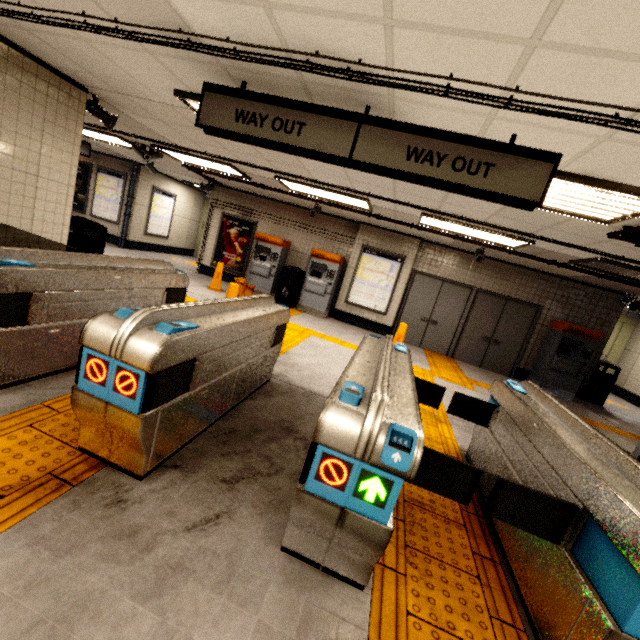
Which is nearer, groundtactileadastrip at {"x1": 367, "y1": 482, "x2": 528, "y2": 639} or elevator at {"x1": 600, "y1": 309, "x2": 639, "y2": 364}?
groundtactileadastrip at {"x1": 367, "y1": 482, "x2": 528, "y2": 639}

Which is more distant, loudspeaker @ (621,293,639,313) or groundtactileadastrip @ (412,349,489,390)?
loudspeaker @ (621,293,639,313)

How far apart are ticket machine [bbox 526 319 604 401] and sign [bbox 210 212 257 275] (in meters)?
8.92

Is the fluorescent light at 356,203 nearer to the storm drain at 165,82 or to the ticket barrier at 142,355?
the storm drain at 165,82

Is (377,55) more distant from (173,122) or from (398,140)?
(173,122)

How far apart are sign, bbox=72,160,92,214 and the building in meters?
8.7

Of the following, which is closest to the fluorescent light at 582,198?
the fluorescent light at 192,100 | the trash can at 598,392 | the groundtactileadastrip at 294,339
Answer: the fluorescent light at 192,100

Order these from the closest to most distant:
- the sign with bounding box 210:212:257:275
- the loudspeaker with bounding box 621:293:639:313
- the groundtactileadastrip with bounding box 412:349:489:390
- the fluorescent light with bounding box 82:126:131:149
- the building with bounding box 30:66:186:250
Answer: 1. the building with bounding box 30:66:186:250
2. the groundtactileadastrip with bounding box 412:349:489:390
3. the fluorescent light with bounding box 82:126:131:149
4. the loudspeaker with bounding box 621:293:639:313
5. the sign with bounding box 210:212:257:275
